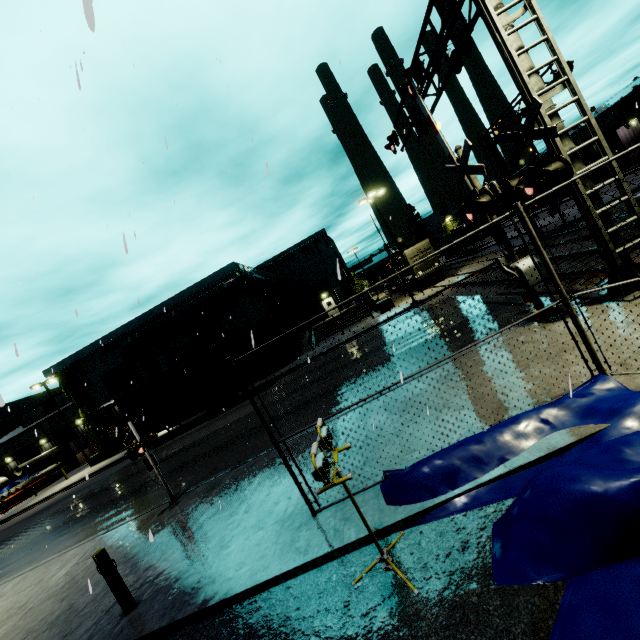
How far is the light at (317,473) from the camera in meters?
3.5

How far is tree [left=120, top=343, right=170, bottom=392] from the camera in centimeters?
3133cm

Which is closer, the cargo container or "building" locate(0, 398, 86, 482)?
the cargo container

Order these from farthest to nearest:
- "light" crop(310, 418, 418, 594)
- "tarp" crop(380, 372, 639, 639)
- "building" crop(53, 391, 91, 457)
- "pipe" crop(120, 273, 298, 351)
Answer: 1. "building" crop(53, 391, 91, 457)
2. "pipe" crop(120, 273, 298, 351)
3. "light" crop(310, 418, 418, 594)
4. "tarp" crop(380, 372, 639, 639)

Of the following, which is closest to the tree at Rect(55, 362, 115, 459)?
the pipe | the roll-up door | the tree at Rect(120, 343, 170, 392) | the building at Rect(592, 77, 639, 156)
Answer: the building at Rect(592, 77, 639, 156)

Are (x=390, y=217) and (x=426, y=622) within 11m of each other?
yes

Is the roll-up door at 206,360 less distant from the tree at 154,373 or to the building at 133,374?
the building at 133,374

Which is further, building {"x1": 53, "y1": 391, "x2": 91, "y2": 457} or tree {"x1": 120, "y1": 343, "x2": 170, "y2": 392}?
building {"x1": 53, "y1": 391, "x2": 91, "y2": 457}
